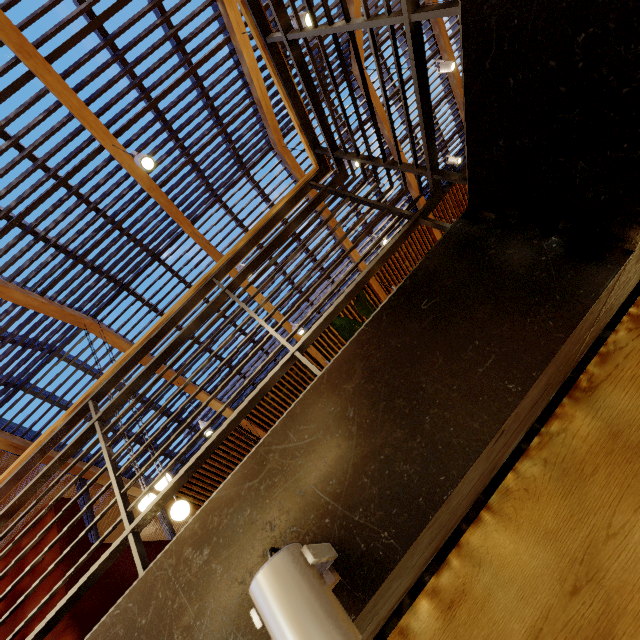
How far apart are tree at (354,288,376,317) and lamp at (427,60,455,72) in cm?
532

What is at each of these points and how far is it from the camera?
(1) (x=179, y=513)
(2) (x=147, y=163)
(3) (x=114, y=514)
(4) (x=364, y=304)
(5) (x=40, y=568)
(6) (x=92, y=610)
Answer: (1) lamp, 3.4m
(2) lamp, 3.6m
(3) building, 7.9m
(4) tree, 3.0m
(5) couch, 1.5m
(6) couch, 1.4m

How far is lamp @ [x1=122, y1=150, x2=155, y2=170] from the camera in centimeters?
356cm

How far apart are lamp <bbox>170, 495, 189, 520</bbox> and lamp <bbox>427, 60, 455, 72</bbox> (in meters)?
7.81

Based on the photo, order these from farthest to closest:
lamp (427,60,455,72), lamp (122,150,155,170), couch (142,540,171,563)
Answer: lamp (427,60,455,72)
lamp (122,150,155,170)
couch (142,540,171,563)

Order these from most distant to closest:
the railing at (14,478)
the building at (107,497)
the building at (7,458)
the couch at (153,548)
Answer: the building at (107,497) < the building at (7,458) < the couch at (153,548) < the railing at (14,478)

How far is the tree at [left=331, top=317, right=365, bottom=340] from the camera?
2.92m

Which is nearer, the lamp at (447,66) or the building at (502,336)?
the building at (502,336)
